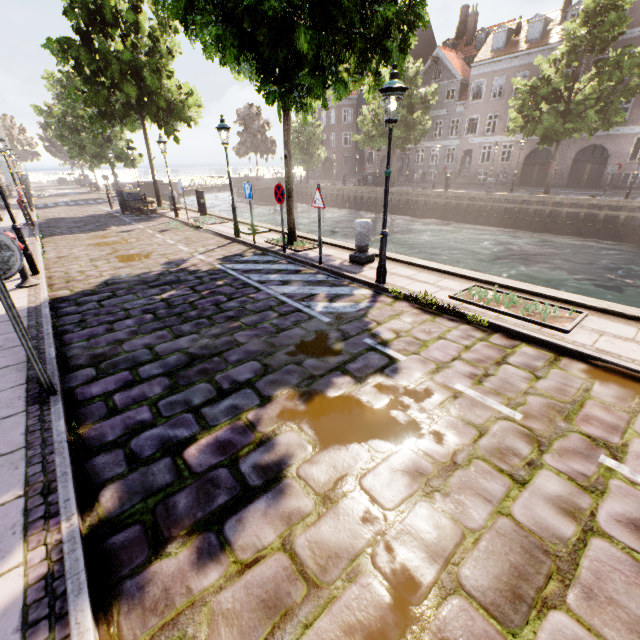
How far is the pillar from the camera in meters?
8.2 m

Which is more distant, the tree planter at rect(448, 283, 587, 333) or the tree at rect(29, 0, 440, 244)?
the tree at rect(29, 0, 440, 244)

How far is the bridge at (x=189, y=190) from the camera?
36.78m

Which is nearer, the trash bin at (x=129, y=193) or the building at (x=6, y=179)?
the trash bin at (x=129, y=193)

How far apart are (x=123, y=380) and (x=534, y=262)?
18.8 meters

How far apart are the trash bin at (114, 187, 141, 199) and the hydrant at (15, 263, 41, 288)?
14.1m

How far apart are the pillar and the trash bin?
17.21m

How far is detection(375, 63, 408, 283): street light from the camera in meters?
5.4
